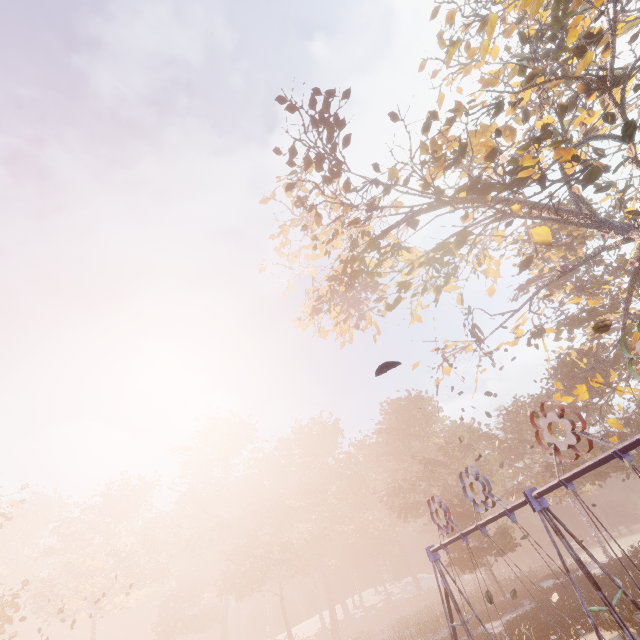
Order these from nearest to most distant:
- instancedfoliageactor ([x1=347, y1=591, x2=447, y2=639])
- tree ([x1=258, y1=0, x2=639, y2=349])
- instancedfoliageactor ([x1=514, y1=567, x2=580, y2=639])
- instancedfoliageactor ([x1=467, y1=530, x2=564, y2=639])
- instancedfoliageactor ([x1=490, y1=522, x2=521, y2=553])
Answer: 1. tree ([x1=258, y1=0, x2=639, y2=349])
2. instancedfoliageactor ([x1=514, y1=567, x2=580, y2=639])
3. instancedfoliageactor ([x1=467, y1=530, x2=564, y2=639])
4. instancedfoliageactor ([x1=490, y1=522, x2=521, y2=553])
5. instancedfoliageactor ([x1=347, y1=591, x2=447, y2=639])

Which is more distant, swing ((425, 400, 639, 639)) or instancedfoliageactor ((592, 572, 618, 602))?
instancedfoliageactor ((592, 572, 618, 602))

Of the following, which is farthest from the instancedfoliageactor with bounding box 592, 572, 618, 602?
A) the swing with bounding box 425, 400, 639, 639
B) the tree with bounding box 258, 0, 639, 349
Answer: the tree with bounding box 258, 0, 639, 349

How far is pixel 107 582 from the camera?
41.5m

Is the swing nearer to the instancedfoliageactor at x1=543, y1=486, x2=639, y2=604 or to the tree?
the tree

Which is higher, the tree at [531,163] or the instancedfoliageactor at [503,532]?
the tree at [531,163]

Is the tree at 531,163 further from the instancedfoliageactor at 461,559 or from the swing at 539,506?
the instancedfoliageactor at 461,559
